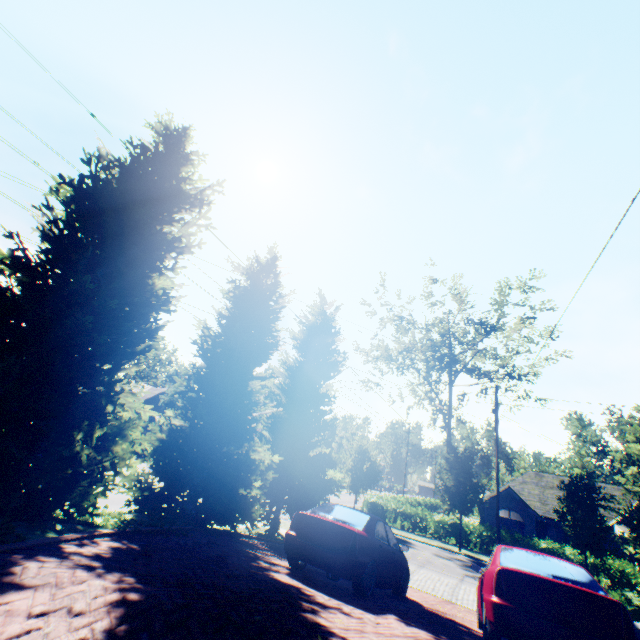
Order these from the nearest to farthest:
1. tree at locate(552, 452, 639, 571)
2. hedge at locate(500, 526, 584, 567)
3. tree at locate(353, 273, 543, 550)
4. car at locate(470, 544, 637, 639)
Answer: car at locate(470, 544, 637, 639)
tree at locate(552, 452, 639, 571)
hedge at locate(500, 526, 584, 567)
tree at locate(353, 273, 543, 550)

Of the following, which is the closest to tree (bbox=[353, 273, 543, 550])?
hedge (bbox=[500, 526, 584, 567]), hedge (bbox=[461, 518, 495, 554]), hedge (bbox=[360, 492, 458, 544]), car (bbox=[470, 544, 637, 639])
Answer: hedge (bbox=[360, 492, 458, 544])

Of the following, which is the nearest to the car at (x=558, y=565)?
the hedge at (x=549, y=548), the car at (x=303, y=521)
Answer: the car at (x=303, y=521)

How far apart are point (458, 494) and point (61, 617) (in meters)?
25.42

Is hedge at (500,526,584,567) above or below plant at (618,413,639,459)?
below

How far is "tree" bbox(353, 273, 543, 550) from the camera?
23.5 meters

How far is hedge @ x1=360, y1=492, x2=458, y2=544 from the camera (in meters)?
25.28

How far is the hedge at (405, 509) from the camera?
25.3m
